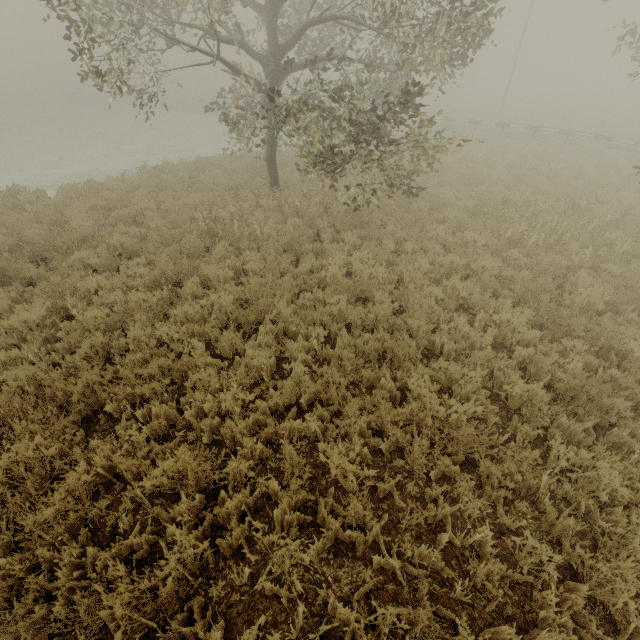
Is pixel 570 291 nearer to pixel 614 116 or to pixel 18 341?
pixel 18 341

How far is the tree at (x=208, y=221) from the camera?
8.6 meters

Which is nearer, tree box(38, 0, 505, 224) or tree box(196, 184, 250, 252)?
tree box(38, 0, 505, 224)

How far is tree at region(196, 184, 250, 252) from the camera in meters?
8.6 m

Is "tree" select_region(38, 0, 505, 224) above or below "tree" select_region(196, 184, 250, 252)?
above

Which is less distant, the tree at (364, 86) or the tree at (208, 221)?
the tree at (364, 86)
